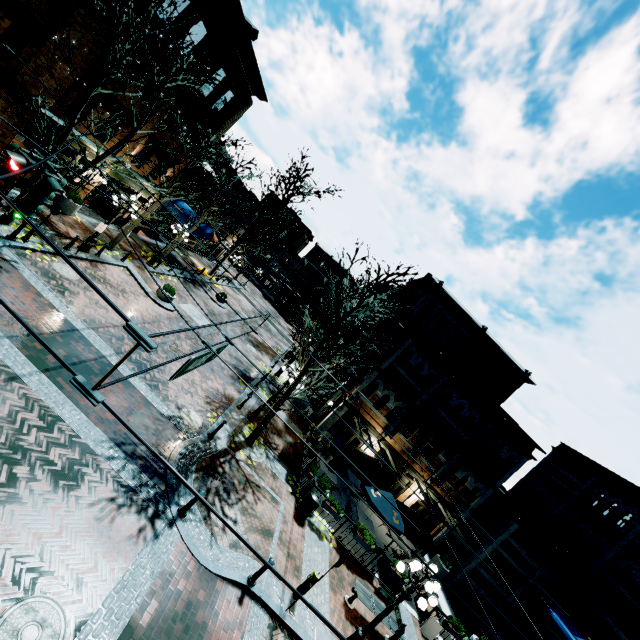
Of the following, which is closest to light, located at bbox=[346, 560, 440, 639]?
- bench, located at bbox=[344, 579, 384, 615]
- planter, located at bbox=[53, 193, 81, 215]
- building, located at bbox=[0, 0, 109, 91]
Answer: Result: bench, located at bbox=[344, 579, 384, 615]

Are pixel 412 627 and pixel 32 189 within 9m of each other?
no

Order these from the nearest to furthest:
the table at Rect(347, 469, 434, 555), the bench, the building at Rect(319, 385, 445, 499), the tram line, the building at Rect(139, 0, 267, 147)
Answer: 1. the tram line
2. the bench
3. the table at Rect(347, 469, 434, 555)
4. the building at Rect(139, 0, 267, 147)
5. the building at Rect(319, 385, 445, 499)

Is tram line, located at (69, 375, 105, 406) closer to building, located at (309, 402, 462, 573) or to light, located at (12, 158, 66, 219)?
light, located at (12, 158, 66, 219)

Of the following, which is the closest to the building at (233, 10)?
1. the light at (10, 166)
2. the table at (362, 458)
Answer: the table at (362, 458)

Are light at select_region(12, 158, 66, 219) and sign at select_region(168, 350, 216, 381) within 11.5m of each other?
yes

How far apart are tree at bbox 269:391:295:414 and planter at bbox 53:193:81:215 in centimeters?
A: 1415cm

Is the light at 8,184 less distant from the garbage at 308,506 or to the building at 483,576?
the building at 483,576
